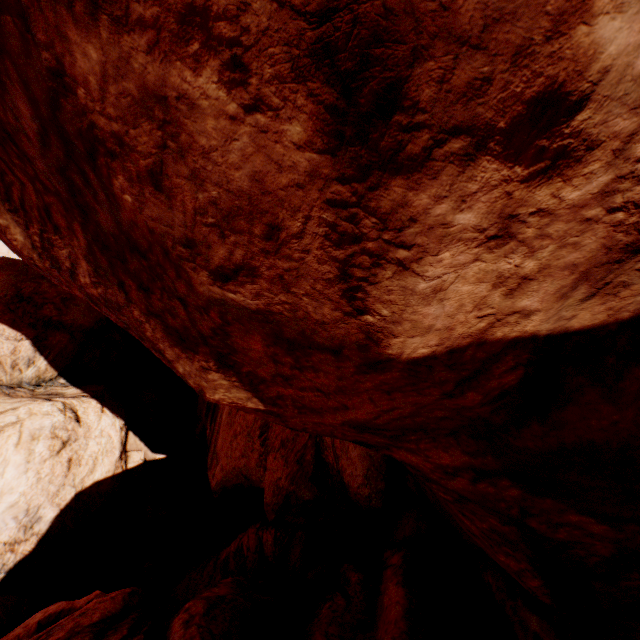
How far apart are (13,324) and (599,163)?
11.9m
